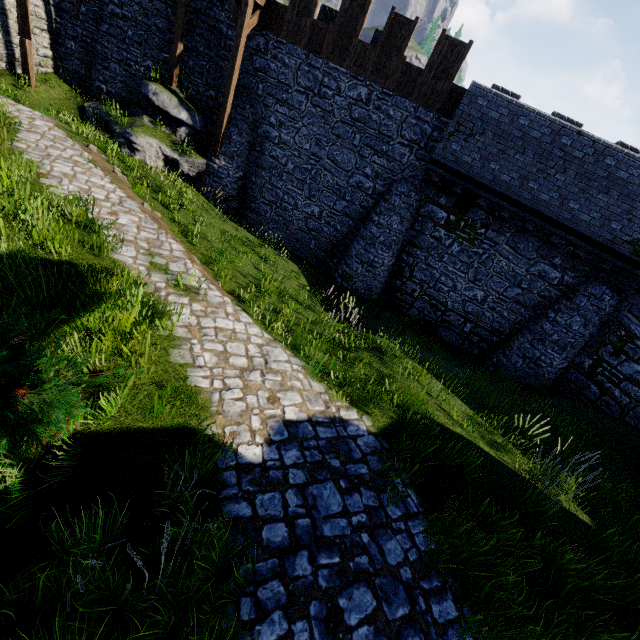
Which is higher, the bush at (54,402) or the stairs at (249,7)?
the stairs at (249,7)

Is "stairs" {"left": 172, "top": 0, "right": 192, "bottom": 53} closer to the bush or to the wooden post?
the wooden post

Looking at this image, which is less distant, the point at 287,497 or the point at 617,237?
the point at 287,497

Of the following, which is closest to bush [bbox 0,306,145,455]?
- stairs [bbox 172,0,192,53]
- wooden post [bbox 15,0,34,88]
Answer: stairs [bbox 172,0,192,53]

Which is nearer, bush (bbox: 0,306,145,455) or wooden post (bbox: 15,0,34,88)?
bush (bbox: 0,306,145,455)

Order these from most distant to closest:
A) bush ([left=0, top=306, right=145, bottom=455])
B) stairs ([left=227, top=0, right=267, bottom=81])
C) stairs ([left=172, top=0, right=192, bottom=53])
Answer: stairs ([left=172, top=0, right=192, bottom=53]), stairs ([left=227, top=0, right=267, bottom=81]), bush ([left=0, top=306, right=145, bottom=455])

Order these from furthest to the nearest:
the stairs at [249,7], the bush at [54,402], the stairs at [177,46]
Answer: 1. the stairs at [177,46]
2. the stairs at [249,7]
3. the bush at [54,402]
